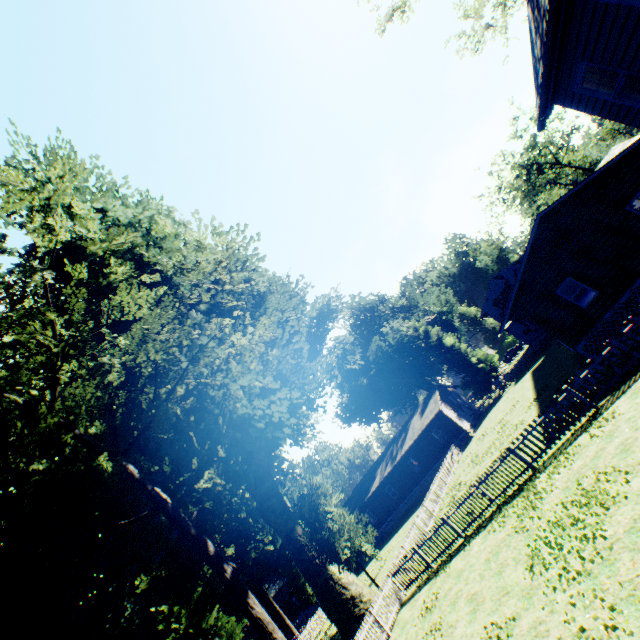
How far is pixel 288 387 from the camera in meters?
15.6 m

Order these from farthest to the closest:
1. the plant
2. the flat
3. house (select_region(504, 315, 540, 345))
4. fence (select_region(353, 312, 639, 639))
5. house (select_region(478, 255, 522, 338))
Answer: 1. house (select_region(478, 255, 522, 338))
2. house (select_region(504, 315, 540, 345))
3. the flat
4. fence (select_region(353, 312, 639, 639))
5. the plant

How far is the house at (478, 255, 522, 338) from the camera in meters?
47.1 m

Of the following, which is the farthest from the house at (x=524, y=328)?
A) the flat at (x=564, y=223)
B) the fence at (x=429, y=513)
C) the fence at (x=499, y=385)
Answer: the fence at (x=429, y=513)

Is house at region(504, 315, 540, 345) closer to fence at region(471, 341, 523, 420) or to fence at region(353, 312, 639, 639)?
fence at region(471, 341, 523, 420)

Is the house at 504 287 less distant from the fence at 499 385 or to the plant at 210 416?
the fence at 499 385

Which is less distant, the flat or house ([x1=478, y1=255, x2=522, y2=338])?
the flat

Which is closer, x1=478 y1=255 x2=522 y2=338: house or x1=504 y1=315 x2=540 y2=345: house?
x1=504 y1=315 x2=540 y2=345: house
